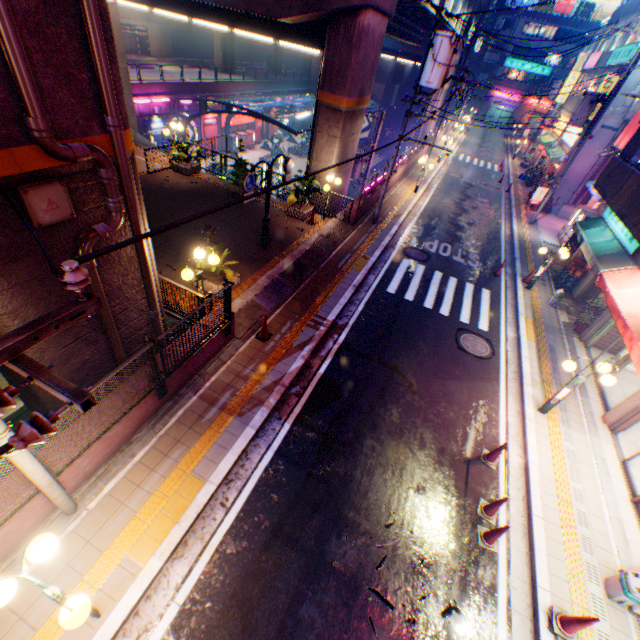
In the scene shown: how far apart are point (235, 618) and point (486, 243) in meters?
19.4

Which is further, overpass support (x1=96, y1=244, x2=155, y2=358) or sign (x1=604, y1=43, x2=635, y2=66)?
sign (x1=604, y1=43, x2=635, y2=66)

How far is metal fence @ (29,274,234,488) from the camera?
5.1m

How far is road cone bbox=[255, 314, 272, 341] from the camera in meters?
9.1 m

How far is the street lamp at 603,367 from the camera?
7.9m

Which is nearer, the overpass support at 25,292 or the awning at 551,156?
the overpass support at 25,292

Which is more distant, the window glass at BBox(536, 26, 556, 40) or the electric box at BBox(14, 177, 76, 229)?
the window glass at BBox(536, 26, 556, 40)

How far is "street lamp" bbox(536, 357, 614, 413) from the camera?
7.9 meters
